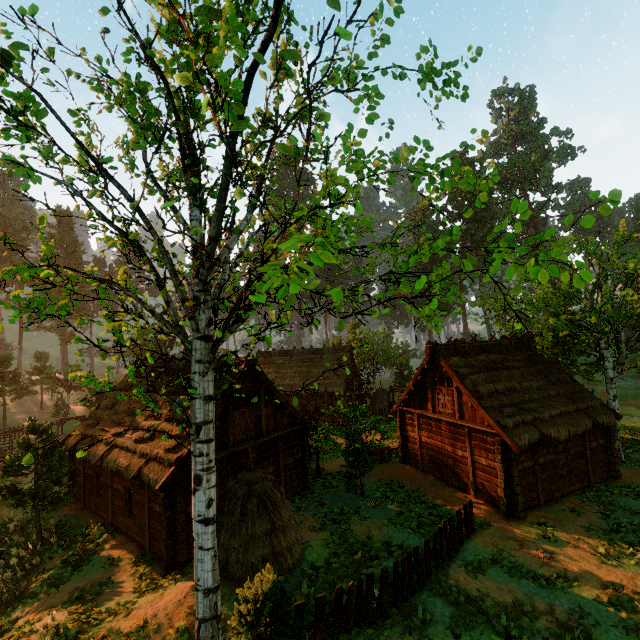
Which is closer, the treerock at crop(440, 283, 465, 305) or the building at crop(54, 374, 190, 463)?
the treerock at crop(440, 283, 465, 305)

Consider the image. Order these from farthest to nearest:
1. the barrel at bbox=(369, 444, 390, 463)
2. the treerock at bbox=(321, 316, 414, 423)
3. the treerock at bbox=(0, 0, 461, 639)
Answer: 1. the barrel at bbox=(369, 444, 390, 463)
2. the treerock at bbox=(321, 316, 414, 423)
3. the treerock at bbox=(0, 0, 461, 639)

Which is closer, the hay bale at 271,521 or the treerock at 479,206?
the treerock at 479,206

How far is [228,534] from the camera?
11.0 meters

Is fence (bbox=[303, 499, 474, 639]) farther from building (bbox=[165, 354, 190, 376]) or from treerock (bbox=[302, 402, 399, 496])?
building (bbox=[165, 354, 190, 376])

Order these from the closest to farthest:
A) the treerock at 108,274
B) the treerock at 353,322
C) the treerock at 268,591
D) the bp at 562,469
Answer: → the treerock at 108,274, the treerock at 268,591, the bp at 562,469, the treerock at 353,322

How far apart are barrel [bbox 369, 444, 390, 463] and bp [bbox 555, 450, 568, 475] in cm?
927

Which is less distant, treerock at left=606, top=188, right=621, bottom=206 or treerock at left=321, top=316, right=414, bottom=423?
treerock at left=606, top=188, right=621, bottom=206
